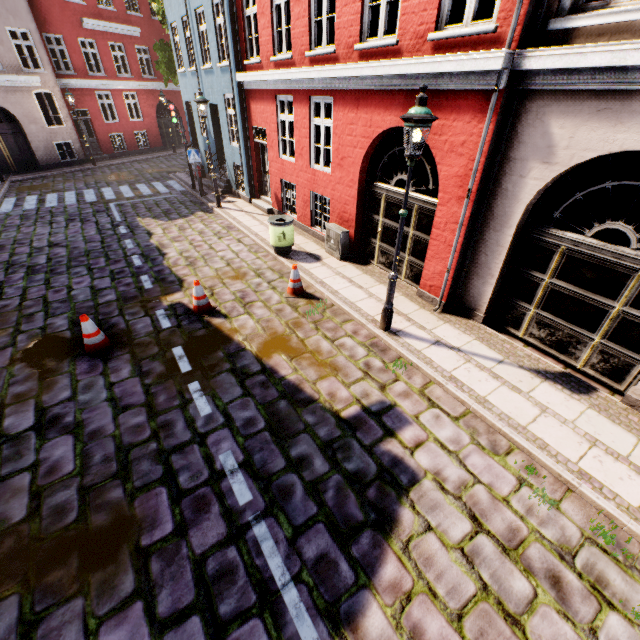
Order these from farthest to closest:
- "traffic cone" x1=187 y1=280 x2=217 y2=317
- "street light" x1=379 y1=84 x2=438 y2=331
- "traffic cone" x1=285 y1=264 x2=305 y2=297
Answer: "traffic cone" x1=285 y1=264 x2=305 y2=297
"traffic cone" x1=187 y1=280 x2=217 y2=317
"street light" x1=379 y1=84 x2=438 y2=331

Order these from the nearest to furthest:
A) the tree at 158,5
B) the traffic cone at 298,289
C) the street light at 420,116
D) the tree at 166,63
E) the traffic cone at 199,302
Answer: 1. the street light at 420,116
2. the traffic cone at 199,302
3. the traffic cone at 298,289
4. the tree at 158,5
5. the tree at 166,63

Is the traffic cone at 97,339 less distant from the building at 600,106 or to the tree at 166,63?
the building at 600,106

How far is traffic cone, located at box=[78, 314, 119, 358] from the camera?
5.7 meters

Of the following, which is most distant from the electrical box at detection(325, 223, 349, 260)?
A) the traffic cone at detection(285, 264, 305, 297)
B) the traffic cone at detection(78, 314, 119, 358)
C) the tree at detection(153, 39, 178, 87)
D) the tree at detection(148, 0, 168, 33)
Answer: the tree at detection(153, 39, 178, 87)

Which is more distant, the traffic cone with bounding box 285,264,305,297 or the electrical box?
the electrical box

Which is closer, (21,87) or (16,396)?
(16,396)

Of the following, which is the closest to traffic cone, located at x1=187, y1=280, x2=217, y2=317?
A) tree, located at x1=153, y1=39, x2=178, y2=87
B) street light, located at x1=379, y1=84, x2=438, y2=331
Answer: street light, located at x1=379, y1=84, x2=438, y2=331
